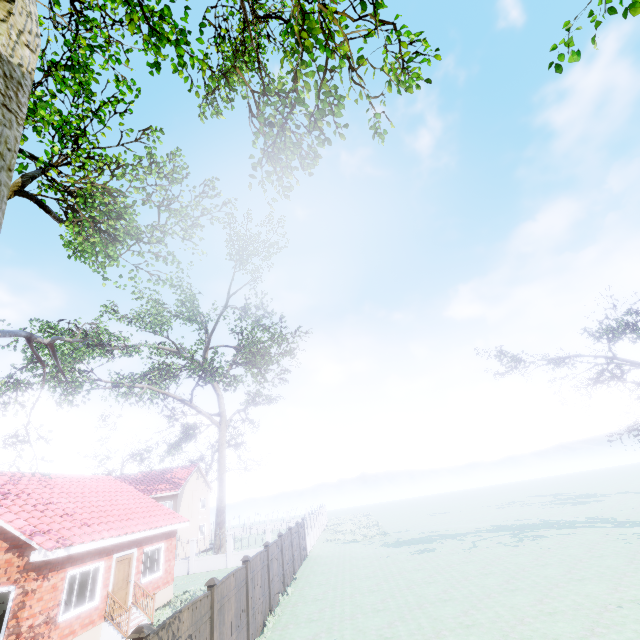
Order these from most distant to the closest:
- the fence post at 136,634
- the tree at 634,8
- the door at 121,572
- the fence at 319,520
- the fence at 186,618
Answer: the fence at 319,520
the door at 121,572
the fence at 186,618
the fence post at 136,634
the tree at 634,8

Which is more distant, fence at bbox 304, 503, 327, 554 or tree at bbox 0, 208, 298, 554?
fence at bbox 304, 503, 327, 554

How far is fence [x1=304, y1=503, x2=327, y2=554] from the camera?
27.4 meters

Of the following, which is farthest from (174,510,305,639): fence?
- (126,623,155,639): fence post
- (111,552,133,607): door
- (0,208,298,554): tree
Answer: (111,552,133,607): door

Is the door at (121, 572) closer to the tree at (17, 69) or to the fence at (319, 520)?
the fence at (319, 520)

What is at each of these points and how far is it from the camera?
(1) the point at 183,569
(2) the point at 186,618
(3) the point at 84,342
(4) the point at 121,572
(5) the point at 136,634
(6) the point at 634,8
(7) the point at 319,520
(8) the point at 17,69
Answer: (1) fence, 25.2 meters
(2) fence, 7.0 meters
(3) tree, 19.4 meters
(4) door, 14.5 meters
(5) fence post, 5.5 meters
(6) tree, 4.6 meters
(7) fence, 39.3 meters
(8) tree, 1.3 meters

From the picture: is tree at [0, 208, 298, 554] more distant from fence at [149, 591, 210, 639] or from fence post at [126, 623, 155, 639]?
fence post at [126, 623, 155, 639]

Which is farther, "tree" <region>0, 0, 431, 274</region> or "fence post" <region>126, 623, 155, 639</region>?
"fence post" <region>126, 623, 155, 639</region>
